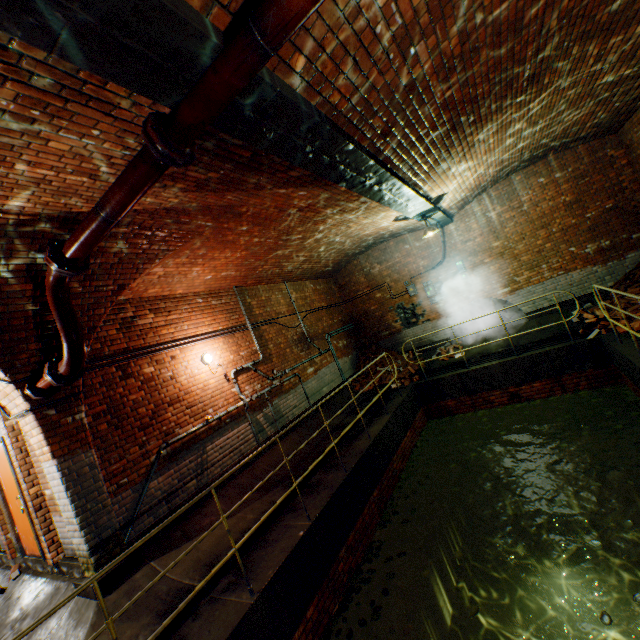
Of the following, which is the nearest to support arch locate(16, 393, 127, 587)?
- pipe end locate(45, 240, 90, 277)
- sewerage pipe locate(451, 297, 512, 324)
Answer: pipe end locate(45, 240, 90, 277)

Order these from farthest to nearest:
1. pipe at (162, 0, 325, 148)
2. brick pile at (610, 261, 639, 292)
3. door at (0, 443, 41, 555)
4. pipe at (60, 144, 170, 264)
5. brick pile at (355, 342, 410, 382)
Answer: brick pile at (355, 342, 410, 382) < brick pile at (610, 261, 639, 292) < door at (0, 443, 41, 555) < pipe at (60, 144, 170, 264) < pipe at (162, 0, 325, 148)

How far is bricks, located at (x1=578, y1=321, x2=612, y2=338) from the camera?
7.48m

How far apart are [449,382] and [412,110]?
7.39m

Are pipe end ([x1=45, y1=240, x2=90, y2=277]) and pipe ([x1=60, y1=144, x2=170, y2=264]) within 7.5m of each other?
yes

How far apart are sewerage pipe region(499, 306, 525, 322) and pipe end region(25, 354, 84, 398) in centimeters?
1022cm

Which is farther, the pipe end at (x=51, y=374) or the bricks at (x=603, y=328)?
the bricks at (x=603, y=328)

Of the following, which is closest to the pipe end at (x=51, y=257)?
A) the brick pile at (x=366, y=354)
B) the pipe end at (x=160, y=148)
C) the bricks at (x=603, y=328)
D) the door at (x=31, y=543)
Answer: the pipe end at (x=160, y=148)
